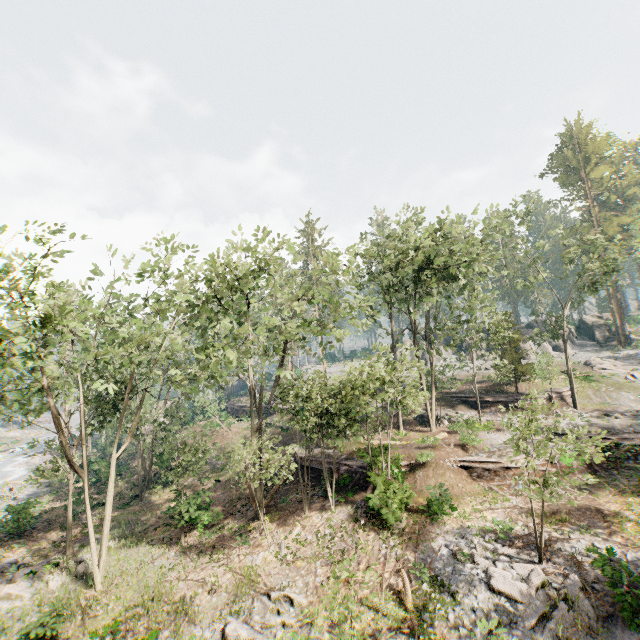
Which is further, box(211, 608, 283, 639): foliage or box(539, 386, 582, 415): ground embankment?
box(539, 386, 582, 415): ground embankment

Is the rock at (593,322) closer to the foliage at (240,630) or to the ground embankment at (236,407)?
the foliage at (240,630)

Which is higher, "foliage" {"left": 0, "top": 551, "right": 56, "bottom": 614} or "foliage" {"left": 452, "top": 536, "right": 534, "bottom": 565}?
"foliage" {"left": 452, "top": 536, "right": 534, "bottom": 565}

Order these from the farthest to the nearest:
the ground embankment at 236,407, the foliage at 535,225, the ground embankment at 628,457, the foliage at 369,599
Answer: the ground embankment at 236,407 → the foliage at 535,225 → the ground embankment at 628,457 → the foliage at 369,599

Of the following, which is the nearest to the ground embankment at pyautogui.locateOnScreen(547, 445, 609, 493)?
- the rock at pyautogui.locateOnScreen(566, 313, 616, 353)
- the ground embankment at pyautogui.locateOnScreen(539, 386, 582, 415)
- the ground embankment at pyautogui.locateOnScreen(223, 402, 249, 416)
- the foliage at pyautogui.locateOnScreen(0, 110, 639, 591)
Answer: the foliage at pyautogui.locateOnScreen(0, 110, 639, 591)

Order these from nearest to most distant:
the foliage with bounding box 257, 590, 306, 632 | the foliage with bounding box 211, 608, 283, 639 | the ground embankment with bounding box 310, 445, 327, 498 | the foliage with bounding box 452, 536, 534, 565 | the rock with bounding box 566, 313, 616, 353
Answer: the foliage with bounding box 211, 608, 283, 639 → the foliage with bounding box 257, 590, 306, 632 → the foliage with bounding box 452, 536, 534, 565 → the ground embankment with bounding box 310, 445, 327, 498 → the rock with bounding box 566, 313, 616, 353

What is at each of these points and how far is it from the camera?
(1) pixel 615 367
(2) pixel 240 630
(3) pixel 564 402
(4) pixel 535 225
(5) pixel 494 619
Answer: (1) foliage, 37.6m
(2) foliage, 12.7m
(3) ground embankment, 30.6m
(4) foliage, 31.9m
(5) foliage, 5.3m

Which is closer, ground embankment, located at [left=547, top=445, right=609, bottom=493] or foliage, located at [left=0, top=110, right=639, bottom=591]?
foliage, located at [left=0, top=110, right=639, bottom=591]
